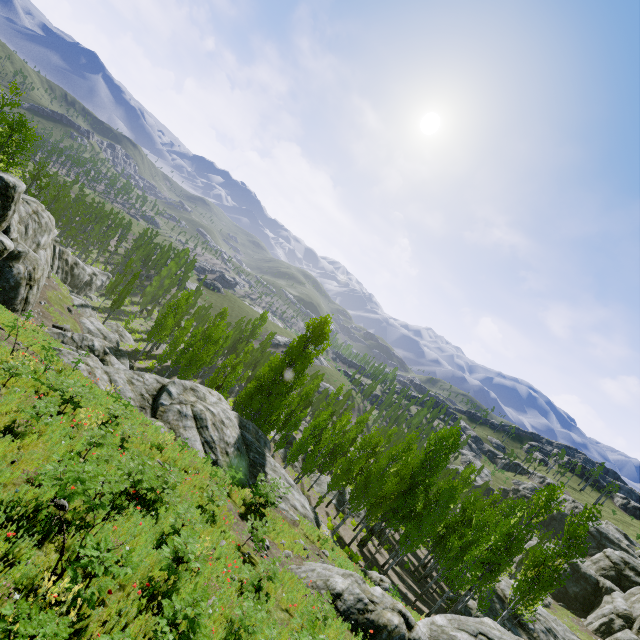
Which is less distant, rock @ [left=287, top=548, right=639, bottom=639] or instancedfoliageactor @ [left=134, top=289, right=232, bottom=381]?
rock @ [left=287, top=548, right=639, bottom=639]

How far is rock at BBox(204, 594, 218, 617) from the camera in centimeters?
674cm

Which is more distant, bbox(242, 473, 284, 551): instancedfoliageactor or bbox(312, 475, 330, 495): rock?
bbox(312, 475, 330, 495): rock

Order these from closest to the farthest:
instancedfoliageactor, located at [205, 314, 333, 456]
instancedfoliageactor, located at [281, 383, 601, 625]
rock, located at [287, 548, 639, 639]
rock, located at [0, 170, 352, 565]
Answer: rock, located at [287, 548, 639, 639]
rock, located at [0, 170, 352, 565]
instancedfoliageactor, located at [281, 383, 601, 625]
instancedfoliageactor, located at [205, 314, 333, 456]

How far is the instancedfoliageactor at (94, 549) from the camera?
4.7 meters

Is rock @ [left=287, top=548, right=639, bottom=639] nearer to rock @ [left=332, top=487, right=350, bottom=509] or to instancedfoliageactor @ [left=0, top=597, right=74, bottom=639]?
instancedfoliageactor @ [left=0, top=597, right=74, bottom=639]

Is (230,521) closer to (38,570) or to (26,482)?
(26,482)
